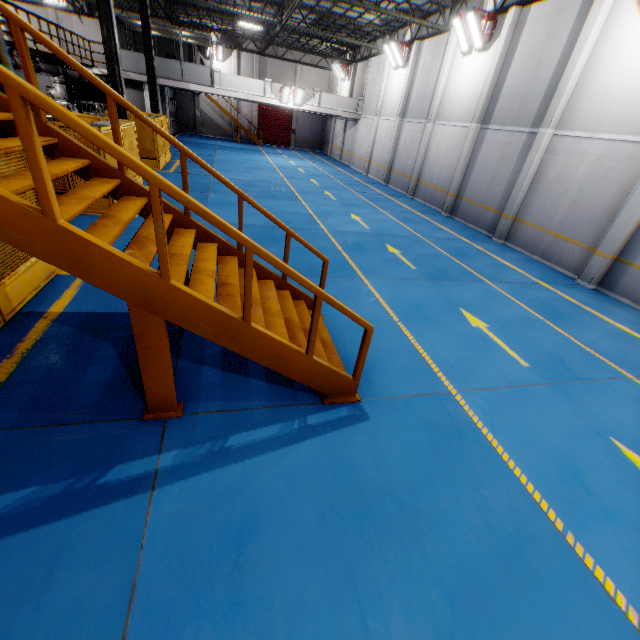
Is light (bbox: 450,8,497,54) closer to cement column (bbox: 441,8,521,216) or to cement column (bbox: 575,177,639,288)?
cement column (bbox: 441,8,521,216)

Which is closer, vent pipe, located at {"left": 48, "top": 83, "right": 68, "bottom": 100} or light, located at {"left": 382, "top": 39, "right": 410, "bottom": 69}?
vent pipe, located at {"left": 48, "top": 83, "right": 68, "bottom": 100}

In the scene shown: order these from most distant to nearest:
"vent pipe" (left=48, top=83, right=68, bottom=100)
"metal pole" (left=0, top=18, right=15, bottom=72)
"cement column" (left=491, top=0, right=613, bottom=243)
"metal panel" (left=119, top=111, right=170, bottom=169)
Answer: "vent pipe" (left=48, top=83, right=68, bottom=100), "metal panel" (left=119, top=111, right=170, bottom=169), "cement column" (left=491, top=0, right=613, bottom=243), "metal pole" (left=0, top=18, right=15, bottom=72)

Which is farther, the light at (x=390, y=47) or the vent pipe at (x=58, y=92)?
the light at (x=390, y=47)

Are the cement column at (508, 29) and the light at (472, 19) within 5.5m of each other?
yes

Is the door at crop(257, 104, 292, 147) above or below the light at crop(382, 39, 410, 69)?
below

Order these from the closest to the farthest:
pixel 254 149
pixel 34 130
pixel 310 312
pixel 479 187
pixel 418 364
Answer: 1. pixel 34 130
2. pixel 418 364
3. pixel 310 312
4. pixel 479 187
5. pixel 254 149

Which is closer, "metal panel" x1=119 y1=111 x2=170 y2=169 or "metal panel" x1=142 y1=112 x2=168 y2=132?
"metal panel" x1=119 y1=111 x2=170 y2=169
